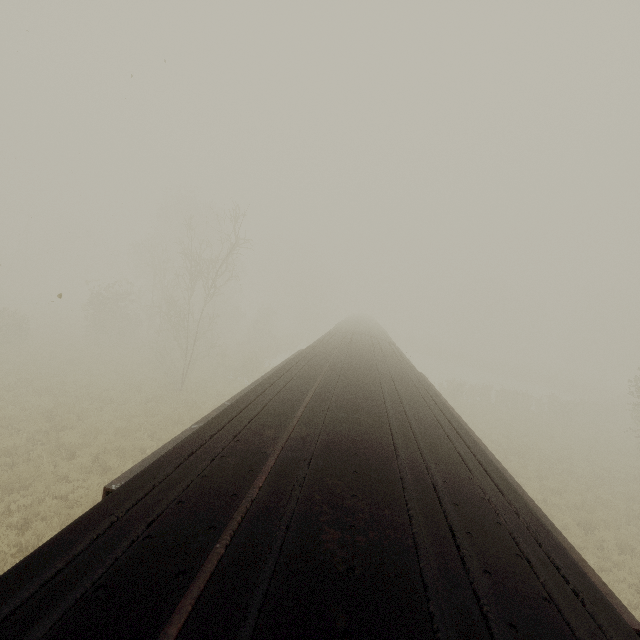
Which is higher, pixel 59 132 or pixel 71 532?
pixel 59 132

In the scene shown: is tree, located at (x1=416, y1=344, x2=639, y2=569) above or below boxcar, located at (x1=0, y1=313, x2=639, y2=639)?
below

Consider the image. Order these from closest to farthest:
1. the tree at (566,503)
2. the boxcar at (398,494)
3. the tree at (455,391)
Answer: the boxcar at (398,494) → the tree at (566,503) → the tree at (455,391)

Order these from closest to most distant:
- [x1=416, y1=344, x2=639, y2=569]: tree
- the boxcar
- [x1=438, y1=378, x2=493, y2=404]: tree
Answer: the boxcar, [x1=416, y1=344, x2=639, y2=569]: tree, [x1=438, y1=378, x2=493, y2=404]: tree

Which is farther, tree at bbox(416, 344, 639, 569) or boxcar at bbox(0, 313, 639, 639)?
tree at bbox(416, 344, 639, 569)

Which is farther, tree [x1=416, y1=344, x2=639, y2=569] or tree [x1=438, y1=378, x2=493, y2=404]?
tree [x1=438, y1=378, x2=493, y2=404]

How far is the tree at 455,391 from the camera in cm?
2789
